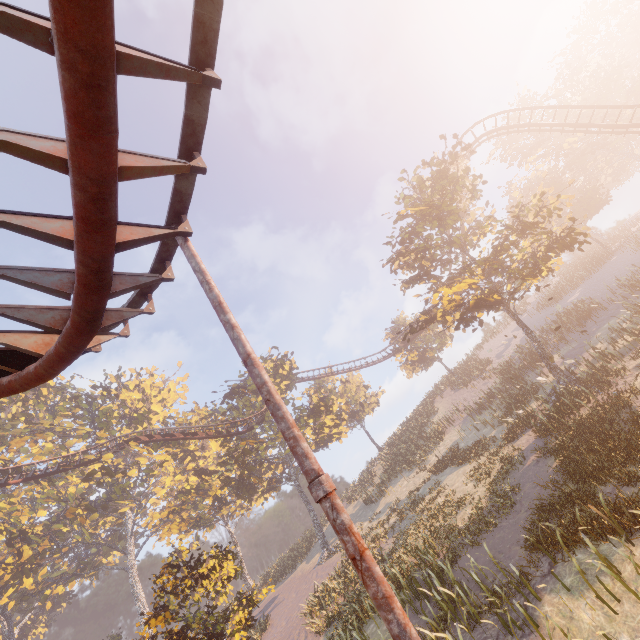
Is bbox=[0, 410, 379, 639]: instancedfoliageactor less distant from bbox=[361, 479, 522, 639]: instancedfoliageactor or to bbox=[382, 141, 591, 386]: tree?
bbox=[361, 479, 522, 639]: instancedfoliageactor

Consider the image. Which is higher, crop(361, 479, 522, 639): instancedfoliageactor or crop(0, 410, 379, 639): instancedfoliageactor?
crop(0, 410, 379, 639): instancedfoliageactor

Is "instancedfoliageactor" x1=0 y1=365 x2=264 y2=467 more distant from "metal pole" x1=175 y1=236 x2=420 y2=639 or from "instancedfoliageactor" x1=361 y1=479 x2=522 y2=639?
"metal pole" x1=175 y1=236 x2=420 y2=639

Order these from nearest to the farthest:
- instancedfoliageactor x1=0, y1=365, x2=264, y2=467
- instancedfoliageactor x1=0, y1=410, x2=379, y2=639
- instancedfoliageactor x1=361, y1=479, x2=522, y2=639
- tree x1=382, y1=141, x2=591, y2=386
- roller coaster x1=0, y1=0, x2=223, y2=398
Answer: roller coaster x1=0, y1=0, x2=223, y2=398 → instancedfoliageactor x1=361, y1=479, x2=522, y2=639 → instancedfoliageactor x1=0, y1=410, x2=379, y2=639 → tree x1=382, y1=141, x2=591, y2=386 → instancedfoliageactor x1=0, y1=365, x2=264, y2=467

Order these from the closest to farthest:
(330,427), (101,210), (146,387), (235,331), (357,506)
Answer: (101,210) < (235,331) < (330,427) < (357,506) < (146,387)

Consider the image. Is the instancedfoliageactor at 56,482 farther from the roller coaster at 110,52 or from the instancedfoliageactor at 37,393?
the instancedfoliageactor at 37,393

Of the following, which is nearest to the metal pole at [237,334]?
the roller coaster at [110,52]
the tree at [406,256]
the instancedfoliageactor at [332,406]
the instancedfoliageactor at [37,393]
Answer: the roller coaster at [110,52]

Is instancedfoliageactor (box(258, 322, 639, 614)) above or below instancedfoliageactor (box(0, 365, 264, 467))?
below
